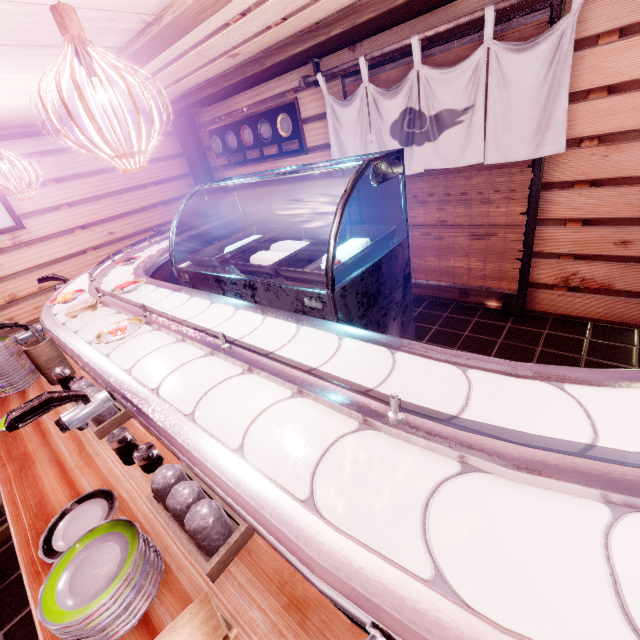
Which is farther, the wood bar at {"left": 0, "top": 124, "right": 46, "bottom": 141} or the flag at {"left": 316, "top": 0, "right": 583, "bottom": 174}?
the wood bar at {"left": 0, "top": 124, "right": 46, "bottom": 141}

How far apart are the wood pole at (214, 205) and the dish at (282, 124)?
3.5m

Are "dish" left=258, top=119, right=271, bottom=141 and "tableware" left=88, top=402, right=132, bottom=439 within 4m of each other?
no

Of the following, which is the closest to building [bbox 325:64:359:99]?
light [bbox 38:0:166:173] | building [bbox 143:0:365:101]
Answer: building [bbox 143:0:365:101]

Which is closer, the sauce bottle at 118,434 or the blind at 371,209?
the sauce bottle at 118,434

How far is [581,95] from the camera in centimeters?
452cm

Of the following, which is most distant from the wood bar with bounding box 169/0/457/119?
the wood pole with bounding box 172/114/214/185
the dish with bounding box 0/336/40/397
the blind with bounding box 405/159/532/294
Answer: the dish with bounding box 0/336/40/397

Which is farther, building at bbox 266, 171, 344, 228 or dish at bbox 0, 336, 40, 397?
building at bbox 266, 171, 344, 228
